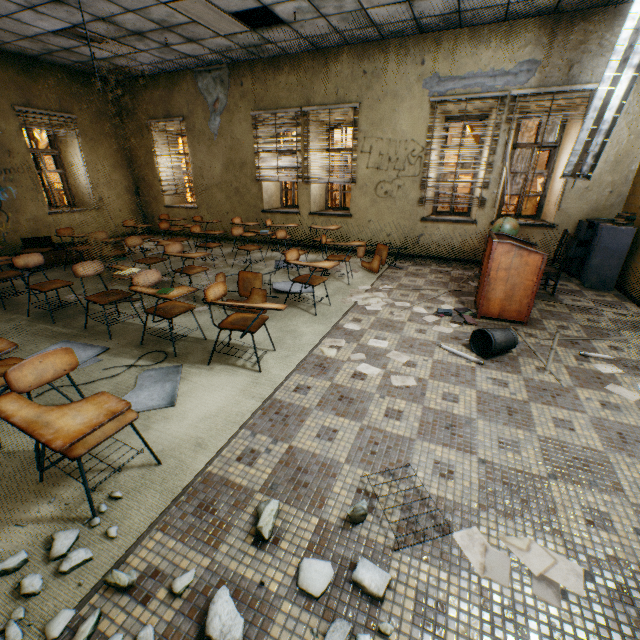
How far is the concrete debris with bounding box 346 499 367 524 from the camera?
1.69m

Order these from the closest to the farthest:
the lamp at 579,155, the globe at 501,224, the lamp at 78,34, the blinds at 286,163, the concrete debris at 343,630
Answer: the concrete debris at 343,630, the lamp at 579,155, the globe at 501,224, the lamp at 78,34, the blinds at 286,163

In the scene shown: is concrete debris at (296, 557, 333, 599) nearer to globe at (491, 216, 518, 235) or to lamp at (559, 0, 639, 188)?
lamp at (559, 0, 639, 188)

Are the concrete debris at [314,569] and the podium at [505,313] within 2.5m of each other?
no

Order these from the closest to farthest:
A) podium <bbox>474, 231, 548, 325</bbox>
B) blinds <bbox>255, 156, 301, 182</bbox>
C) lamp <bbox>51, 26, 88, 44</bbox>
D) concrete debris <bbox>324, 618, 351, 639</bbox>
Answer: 1. concrete debris <bbox>324, 618, 351, 639</bbox>
2. podium <bbox>474, 231, 548, 325</bbox>
3. lamp <bbox>51, 26, 88, 44</bbox>
4. blinds <bbox>255, 156, 301, 182</bbox>

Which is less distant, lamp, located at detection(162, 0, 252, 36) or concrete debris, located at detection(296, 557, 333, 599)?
concrete debris, located at detection(296, 557, 333, 599)

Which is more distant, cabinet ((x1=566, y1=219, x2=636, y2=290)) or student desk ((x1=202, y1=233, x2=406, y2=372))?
cabinet ((x1=566, y1=219, x2=636, y2=290))

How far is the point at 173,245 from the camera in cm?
478
